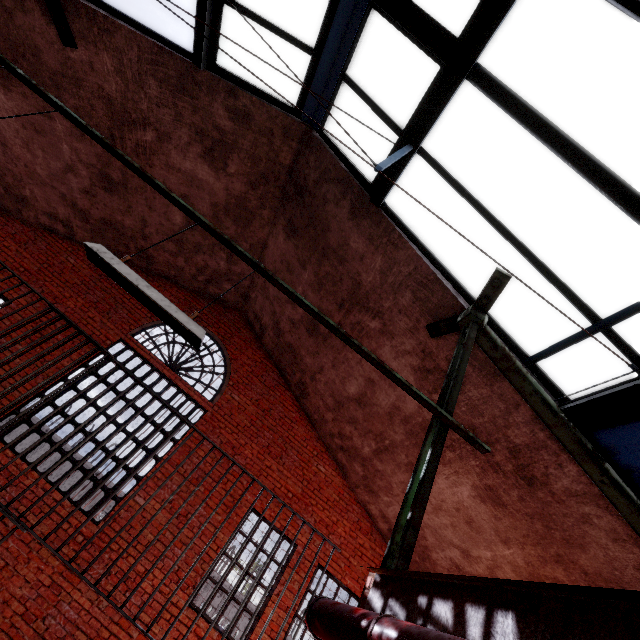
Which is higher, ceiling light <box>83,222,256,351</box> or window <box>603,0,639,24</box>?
window <box>603,0,639,24</box>

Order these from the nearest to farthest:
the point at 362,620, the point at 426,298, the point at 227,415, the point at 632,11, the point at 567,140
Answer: the point at 362,620 < the point at 632,11 < the point at 567,140 < the point at 426,298 < the point at 227,415

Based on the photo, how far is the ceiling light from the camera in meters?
2.5

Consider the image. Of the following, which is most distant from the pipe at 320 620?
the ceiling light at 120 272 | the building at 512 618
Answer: the ceiling light at 120 272

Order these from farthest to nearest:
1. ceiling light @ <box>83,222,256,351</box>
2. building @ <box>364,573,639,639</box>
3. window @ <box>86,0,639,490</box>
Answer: window @ <box>86,0,639,490</box>
ceiling light @ <box>83,222,256,351</box>
building @ <box>364,573,639,639</box>

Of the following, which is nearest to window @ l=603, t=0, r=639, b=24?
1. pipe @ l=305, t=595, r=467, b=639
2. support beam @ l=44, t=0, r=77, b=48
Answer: support beam @ l=44, t=0, r=77, b=48

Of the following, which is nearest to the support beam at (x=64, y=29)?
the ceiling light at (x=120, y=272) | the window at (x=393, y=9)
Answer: the window at (x=393, y=9)

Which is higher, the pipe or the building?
the building
